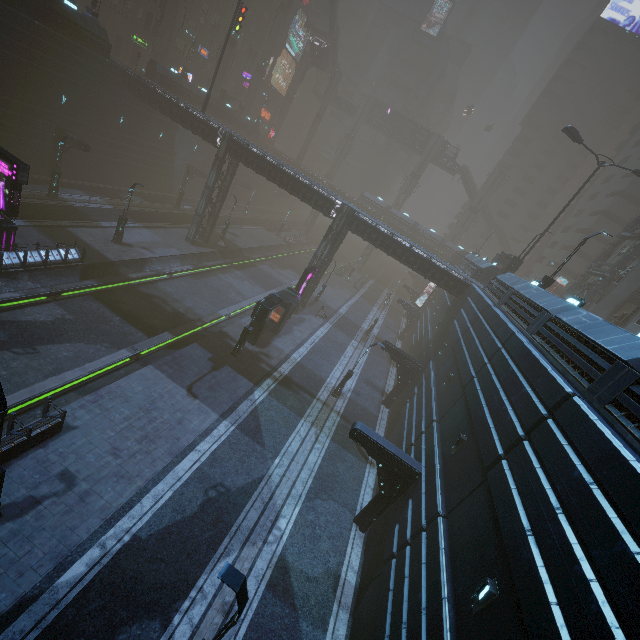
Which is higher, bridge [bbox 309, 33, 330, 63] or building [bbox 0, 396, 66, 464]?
bridge [bbox 309, 33, 330, 63]

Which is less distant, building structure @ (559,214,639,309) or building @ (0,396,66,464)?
building @ (0,396,66,464)

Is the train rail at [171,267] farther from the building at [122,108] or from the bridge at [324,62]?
the bridge at [324,62]

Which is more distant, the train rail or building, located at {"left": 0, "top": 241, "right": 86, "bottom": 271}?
building, located at {"left": 0, "top": 241, "right": 86, "bottom": 271}

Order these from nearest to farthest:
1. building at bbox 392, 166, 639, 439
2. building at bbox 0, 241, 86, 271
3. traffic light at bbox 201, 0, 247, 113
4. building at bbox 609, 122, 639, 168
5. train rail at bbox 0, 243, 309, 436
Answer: building at bbox 392, 166, 639, 439, train rail at bbox 0, 243, 309, 436, building at bbox 0, 241, 86, 271, traffic light at bbox 201, 0, 247, 113, building at bbox 609, 122, 639, 168

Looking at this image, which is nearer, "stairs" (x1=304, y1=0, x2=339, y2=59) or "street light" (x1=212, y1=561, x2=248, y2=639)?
"street light" (x1=212, y1=561, x2=248, y2=639)

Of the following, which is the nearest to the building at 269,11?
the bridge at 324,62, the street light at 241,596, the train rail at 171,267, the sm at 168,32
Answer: the train rail at 171,267

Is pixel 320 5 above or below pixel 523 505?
above
